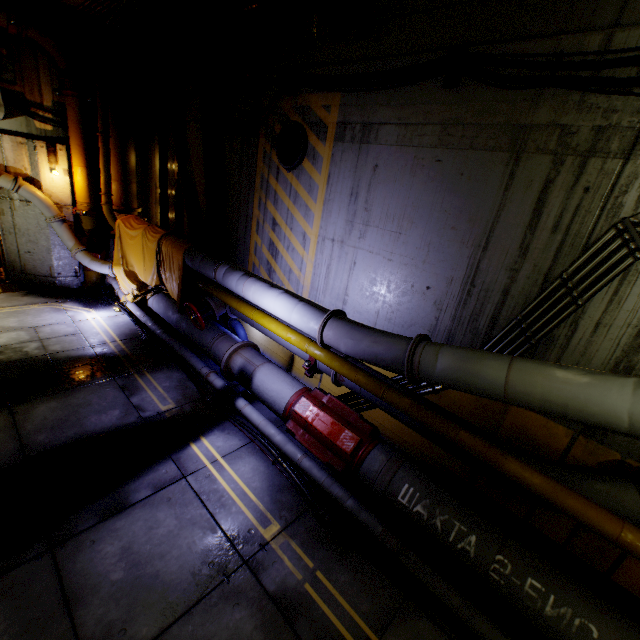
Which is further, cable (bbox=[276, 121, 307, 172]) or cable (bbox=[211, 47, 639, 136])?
cable (bbox=[276, 121, 307, 172])

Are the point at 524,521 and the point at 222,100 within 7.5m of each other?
no

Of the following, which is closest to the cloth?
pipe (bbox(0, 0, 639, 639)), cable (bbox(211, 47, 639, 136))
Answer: pipe (bbox(0, 0, 639, 639))

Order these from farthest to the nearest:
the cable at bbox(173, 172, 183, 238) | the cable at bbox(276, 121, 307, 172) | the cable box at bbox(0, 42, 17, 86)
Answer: the cable at bbox(173, 172, 183, 238) → the cable box at bbox(0, 42, 17, 86) → the cable at bbox(276, 121, 307, 172)

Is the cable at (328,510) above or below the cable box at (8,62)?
below

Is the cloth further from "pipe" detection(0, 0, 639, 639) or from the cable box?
the cable box

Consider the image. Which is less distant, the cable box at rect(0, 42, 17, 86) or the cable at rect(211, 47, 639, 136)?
the cable at rect(211, 47, 639, 136)

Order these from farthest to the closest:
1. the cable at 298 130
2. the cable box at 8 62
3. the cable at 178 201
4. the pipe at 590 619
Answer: the cable at 178 201
the cable box at 8 62
the cable at 298 130
the pipe at 590 619
